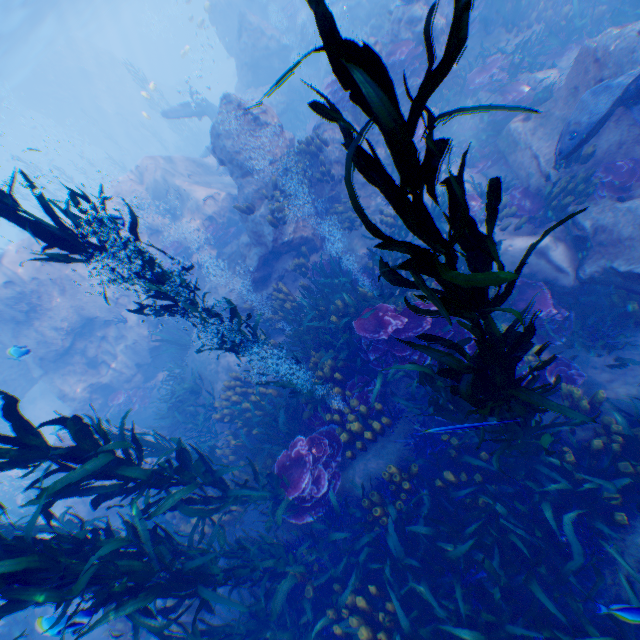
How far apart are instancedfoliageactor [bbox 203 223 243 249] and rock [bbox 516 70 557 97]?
9.7m

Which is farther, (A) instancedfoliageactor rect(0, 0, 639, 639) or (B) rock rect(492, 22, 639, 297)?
(B) rock rect(492, 22, 639, 297)

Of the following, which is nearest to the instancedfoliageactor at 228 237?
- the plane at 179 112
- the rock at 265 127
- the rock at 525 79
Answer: the rock at 265 127

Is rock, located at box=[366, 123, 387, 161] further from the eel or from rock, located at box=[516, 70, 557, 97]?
rock, located at box=[516, 70, 557, 97]

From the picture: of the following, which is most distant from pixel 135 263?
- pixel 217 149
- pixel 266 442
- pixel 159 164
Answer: pixel 159 164

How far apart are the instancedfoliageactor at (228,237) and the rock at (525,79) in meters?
9.7

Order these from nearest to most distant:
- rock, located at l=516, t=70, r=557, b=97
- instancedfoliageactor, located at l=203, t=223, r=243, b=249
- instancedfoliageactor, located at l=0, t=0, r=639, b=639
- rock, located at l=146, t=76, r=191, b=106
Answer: instancedfoliageactor, located at l=0, t=0, r=639, b=639 < rock, located at l=516, t=70, r=557, b=97 < instancedfoliageactor, located at l=203, t=223, r=243, b=249 < rock, located at l=146, t=76, r=191, b=106
